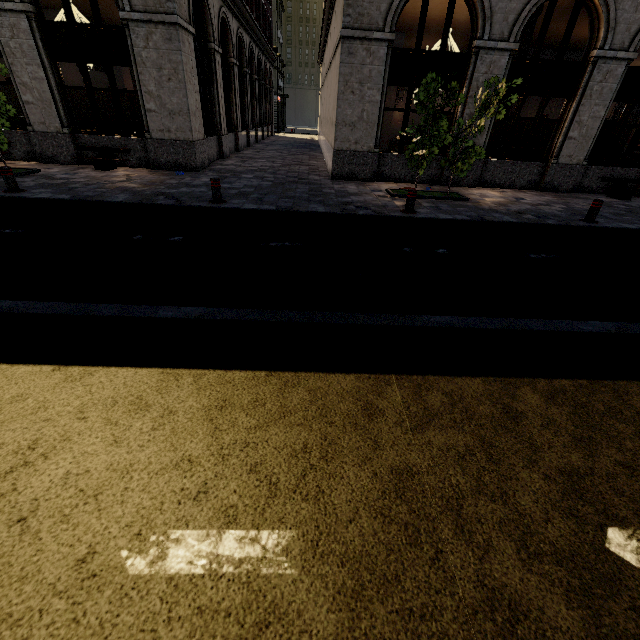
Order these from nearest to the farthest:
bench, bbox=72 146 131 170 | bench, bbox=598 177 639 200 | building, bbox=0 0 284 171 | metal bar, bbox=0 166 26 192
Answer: metal bar, bbox=0 166 26 192, building, bbox=0 0 284 171, bench, bbox=72 146 131 170, bench, bbox=598 177 639 200

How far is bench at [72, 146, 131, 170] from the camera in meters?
11.1 m

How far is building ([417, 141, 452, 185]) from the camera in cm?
1212

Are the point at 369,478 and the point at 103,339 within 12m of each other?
yes

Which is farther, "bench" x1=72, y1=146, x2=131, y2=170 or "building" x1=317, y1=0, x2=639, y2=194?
"bench" x1=72, y1=146, x2=131, y2=170

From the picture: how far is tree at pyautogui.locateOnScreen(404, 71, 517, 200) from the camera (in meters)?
8.52

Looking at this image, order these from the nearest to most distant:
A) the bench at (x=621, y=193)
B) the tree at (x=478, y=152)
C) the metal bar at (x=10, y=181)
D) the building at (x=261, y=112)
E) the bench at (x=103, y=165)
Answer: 1. the metal bar at (x=10, y=181)
2. the tree at (x=478, y=152)
3. the building at (x=261, y=112)
4. the bench at (x=103, y=165)
5. the bench at (x=621, y=193)

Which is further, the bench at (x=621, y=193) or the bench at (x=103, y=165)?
the bench at (x=621, y=193)
